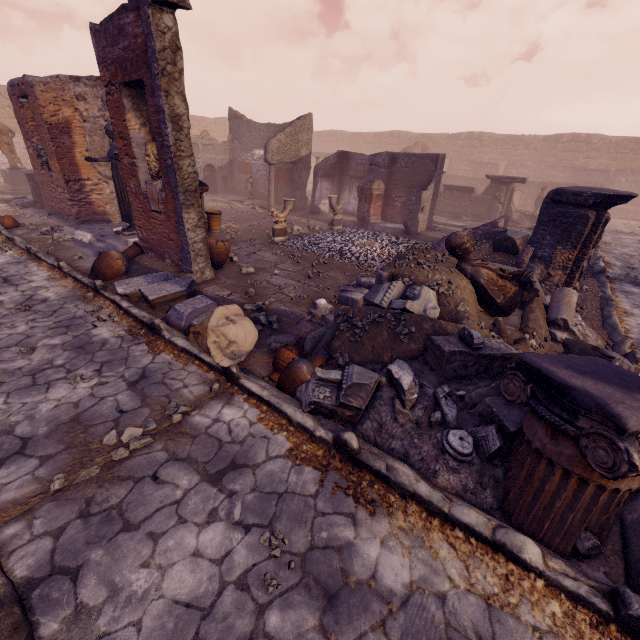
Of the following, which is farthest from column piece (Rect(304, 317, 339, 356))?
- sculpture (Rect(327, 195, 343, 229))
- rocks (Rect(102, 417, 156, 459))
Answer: sculpture (Rect(327, 195, 343, 229))

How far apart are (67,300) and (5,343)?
1.5 meters

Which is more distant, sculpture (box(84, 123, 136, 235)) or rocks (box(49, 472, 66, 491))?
sculpture (box(84, 123, 136, 235))

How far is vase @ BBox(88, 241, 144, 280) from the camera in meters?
6.6

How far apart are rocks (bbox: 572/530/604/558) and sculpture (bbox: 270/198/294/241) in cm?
957

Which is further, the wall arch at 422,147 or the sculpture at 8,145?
the wall arch at 422,147

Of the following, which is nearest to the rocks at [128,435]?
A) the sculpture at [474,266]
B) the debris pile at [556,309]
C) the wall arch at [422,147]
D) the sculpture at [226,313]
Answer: the sculpture at [226,313]

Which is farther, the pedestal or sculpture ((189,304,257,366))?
the pedestal
